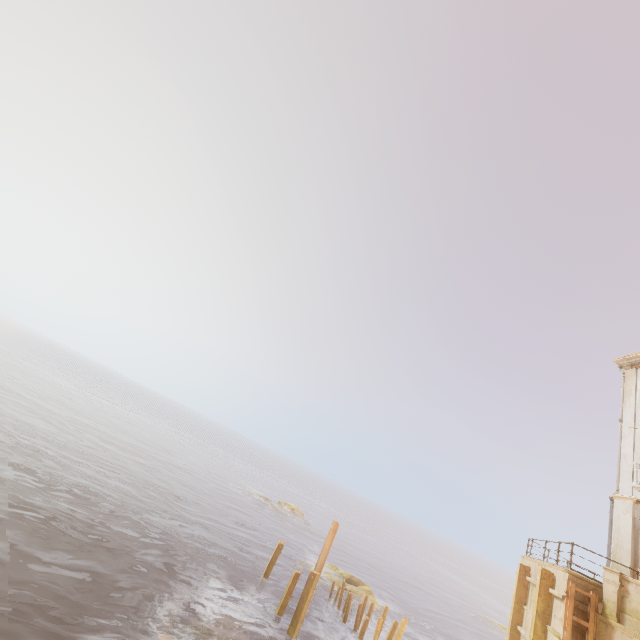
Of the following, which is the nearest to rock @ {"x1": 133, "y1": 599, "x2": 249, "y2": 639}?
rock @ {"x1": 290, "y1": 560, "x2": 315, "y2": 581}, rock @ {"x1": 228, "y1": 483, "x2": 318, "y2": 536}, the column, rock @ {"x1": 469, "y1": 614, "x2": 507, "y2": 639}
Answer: rock @ {"x1": 290, "y1": 560, "x2": 315, "y2": 581}

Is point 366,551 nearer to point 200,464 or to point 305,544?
point 305,544

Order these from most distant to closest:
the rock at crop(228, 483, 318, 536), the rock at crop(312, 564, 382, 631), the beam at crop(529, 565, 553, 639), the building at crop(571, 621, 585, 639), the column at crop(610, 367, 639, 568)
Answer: the rock at crop(228, 483, 318, 536) → the rock at crop(312, 564, 382, 631) → the column at crop(610, 367, 639, 568) → the beam at crop(529, 565, 553, 639) → the building at crop(571, 621, 585, 639)

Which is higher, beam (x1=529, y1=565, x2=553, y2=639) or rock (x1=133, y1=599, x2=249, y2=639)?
beam (x1=529, y1=565, x2=553, y2=639)

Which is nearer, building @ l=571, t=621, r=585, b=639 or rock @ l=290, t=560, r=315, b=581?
building @ l=571, t=621, r=585, b=639

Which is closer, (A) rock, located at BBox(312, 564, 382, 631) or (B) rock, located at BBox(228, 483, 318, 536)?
(A) rock, located at BBox(312, 564, 382, 631)

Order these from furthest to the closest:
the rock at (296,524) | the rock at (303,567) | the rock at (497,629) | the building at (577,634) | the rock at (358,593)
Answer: the rock at (296,524) → the rock at (497,629) → the rock at (303,567) → the rock at (358,593) → the building at (577,634)

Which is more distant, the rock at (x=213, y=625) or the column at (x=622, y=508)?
the column at (x=622, y=508)
